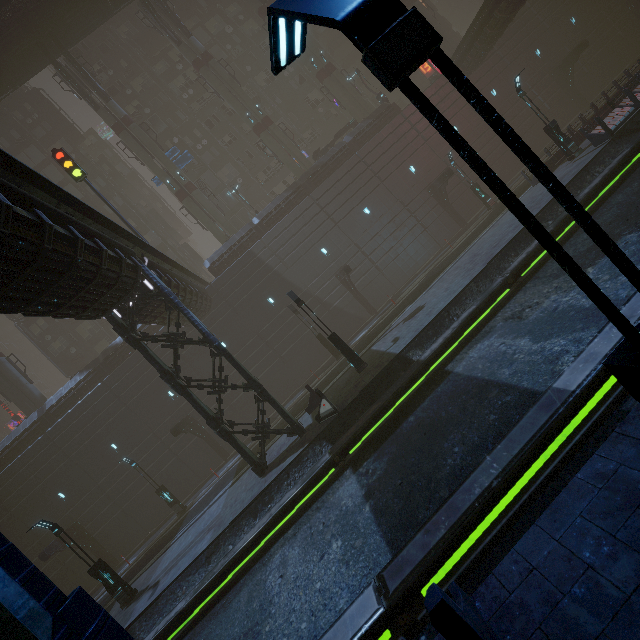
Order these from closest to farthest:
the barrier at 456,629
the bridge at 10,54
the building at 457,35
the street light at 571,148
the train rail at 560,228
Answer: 1. the barrier at 456,629
2. the train rail at 560,228
3. the street light at 571,148
4. the bridge at 10,54
5. the building at 457,35

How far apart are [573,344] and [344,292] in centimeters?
2171cm

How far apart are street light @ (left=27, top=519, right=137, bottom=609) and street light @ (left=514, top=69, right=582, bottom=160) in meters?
32.3

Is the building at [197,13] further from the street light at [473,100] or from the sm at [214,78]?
the street light at [473,100]

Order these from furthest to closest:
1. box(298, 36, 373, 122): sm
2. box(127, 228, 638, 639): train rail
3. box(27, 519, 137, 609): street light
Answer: box(298, 36, 373, 122): sm, box(27, 519, 137, 609): street light, box(127, 228, 638, 639): train rail

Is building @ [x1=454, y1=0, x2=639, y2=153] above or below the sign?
below

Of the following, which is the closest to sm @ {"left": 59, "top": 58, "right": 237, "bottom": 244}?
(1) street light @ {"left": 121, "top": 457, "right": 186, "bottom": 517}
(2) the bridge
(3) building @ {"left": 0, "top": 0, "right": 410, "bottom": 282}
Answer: (2) the bridge

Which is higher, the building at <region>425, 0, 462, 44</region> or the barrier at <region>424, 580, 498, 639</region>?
the building at <region>425, 0, 462, 44</region>
